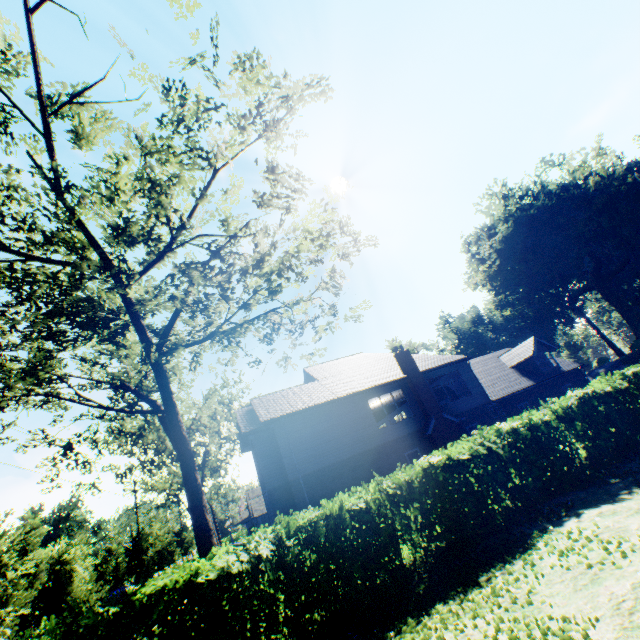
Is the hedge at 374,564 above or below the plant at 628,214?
below

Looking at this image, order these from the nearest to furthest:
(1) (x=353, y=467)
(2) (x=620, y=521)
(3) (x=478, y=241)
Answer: (2) (x=620, y=521)
(1) (x=353, y=467)
(3) (x=478, y=241)

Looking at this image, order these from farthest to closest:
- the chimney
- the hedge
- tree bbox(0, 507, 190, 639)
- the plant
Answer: the plant
the chimney
tree bbox(0, 507, 190, 639)
the hedge

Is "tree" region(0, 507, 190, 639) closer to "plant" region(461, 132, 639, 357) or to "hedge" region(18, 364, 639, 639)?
"hedge" region(18, 364, 639, 639)

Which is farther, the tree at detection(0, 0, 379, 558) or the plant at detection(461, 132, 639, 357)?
the plant at detection(461, 132, 639, 357)

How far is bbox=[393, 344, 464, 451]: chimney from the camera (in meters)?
19.95

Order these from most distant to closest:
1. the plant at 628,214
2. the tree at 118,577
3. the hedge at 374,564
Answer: the plant at 628,214, the tree at 118,577, the hedge at 374,564

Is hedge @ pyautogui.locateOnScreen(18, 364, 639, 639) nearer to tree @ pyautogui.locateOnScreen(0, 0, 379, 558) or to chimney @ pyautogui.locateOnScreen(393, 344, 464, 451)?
tree @ pyautogui.locateOnScreen(0, 0, 379, 558)
